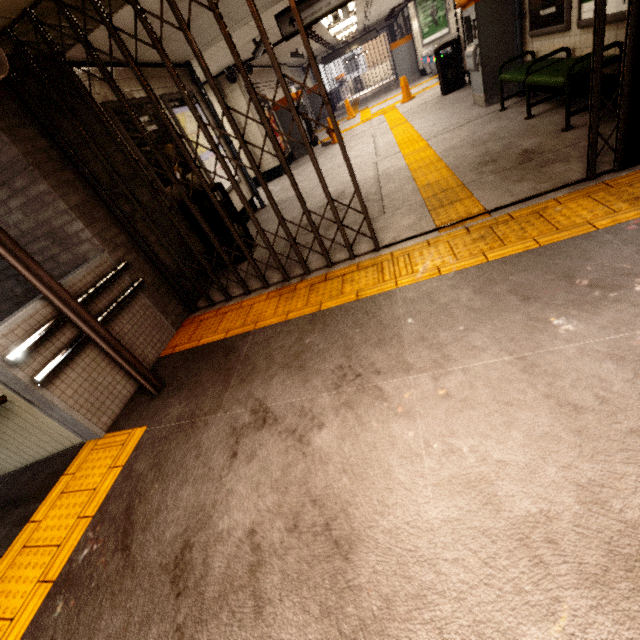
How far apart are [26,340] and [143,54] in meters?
4.7

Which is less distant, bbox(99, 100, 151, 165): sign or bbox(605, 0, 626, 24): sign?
bbox(605, 0, 626, 24): sign

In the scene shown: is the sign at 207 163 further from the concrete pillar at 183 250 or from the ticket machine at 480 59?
the ticket machine at 480 59

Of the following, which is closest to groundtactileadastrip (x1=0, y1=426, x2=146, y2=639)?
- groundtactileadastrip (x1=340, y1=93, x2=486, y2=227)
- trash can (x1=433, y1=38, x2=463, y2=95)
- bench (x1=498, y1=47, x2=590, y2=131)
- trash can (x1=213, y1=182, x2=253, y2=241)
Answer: groundtactileadastrip (x1=340, y1=93, x2=486, y2=227)

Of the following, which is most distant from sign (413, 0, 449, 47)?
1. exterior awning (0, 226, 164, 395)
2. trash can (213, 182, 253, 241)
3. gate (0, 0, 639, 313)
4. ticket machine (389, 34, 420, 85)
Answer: exterior awning (0, 226, 164, 395)

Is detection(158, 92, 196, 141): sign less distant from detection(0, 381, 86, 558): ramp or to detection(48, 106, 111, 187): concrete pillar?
detection(48, 106, 111, 187): concrete pillar

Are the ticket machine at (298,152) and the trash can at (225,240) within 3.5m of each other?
no

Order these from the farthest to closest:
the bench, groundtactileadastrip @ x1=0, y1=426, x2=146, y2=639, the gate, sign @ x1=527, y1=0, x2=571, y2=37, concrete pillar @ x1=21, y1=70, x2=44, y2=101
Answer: sign @ x1=527, y1=0, x2=571, y2=37 → the bench → concrete pillar @ x1=21, y1=70, x2=44, y2=101 → the gate → groundtactileadastrip @ x1=0, y1=426, x2=146, y2=639
